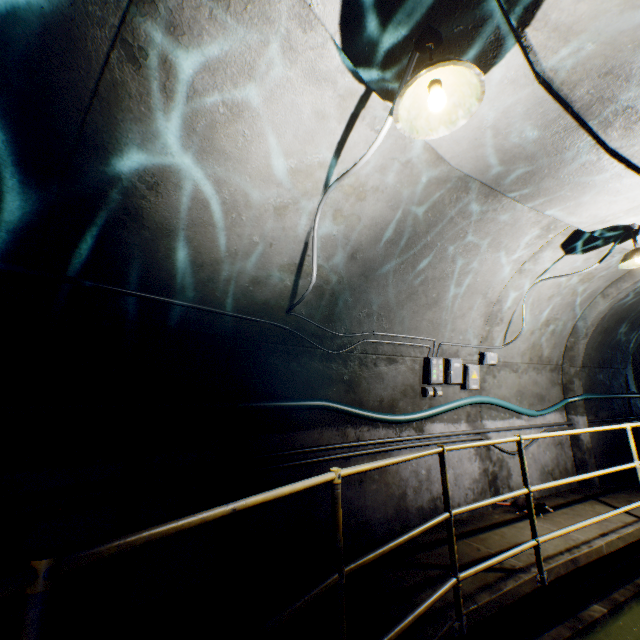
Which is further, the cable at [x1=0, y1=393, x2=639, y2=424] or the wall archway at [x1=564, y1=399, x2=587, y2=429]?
the wall archway at [x1=564, y1=399, x2=587, y2=429]

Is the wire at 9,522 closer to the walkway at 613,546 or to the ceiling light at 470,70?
the walkway at 613,546

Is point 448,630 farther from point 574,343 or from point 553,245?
point 574,343

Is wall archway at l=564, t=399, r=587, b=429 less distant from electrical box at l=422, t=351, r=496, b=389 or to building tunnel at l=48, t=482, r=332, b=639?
building tunnel at l=48, t=482, r=332, b=639

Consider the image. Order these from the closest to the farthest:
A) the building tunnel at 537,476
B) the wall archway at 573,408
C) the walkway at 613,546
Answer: the walkway at 613,546 < the building tunnel at 537,476 < the wall archway at 573,408

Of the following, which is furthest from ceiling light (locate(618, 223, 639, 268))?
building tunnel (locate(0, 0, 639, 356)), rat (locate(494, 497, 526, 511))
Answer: rat (locate(494, 497, 526, 511))

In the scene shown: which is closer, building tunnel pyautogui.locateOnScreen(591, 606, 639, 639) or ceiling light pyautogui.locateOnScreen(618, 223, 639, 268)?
building tunnel pyautogui.locateOnScreen(591, 606, 639, 639)

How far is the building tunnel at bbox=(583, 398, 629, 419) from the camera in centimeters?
672cm
